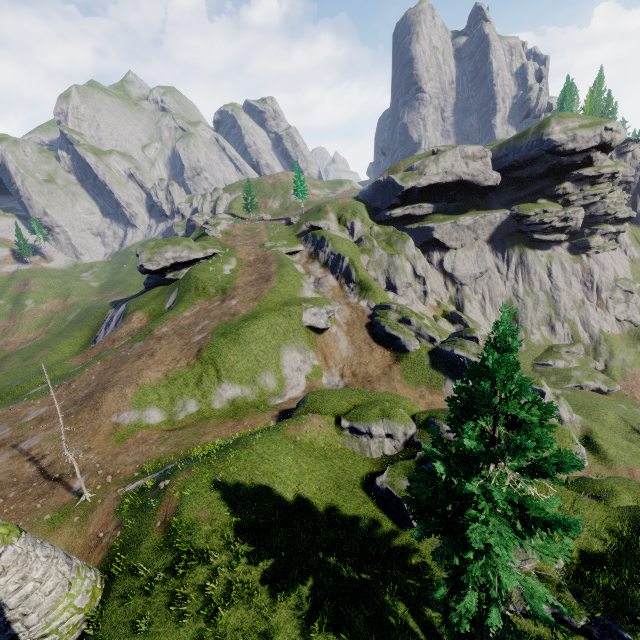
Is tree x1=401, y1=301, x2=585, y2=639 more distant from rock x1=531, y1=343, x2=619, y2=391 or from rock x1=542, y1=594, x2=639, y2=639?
rock x1=531, y1=343, x2=619, y2=391

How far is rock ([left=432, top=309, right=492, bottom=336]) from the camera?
54.2m

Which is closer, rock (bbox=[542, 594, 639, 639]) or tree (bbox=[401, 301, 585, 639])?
tree (bbox=[401, 301, 585, 639])

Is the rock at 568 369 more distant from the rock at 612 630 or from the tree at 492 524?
the tree at 492 524

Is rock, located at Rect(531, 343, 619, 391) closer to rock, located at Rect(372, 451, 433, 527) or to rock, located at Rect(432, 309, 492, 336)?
rock, located at Rect(432, 309, 492, 336)

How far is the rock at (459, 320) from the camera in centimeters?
5419cm

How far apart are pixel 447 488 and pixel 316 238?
51.86m

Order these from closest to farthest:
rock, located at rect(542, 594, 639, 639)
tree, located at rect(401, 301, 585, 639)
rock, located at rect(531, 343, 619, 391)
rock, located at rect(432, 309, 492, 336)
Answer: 1. tree, located at rect(401, 301, 585, 639)
2. rock, located at rect(542, 594, 639, 639)
3. rock, located at rect(531, 343, 619, 391)
4. rock, located at rect(432, 309, 492, 336)
